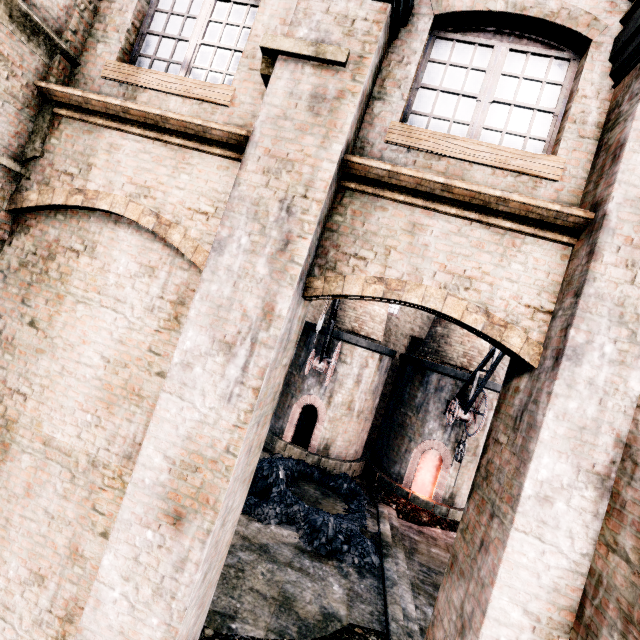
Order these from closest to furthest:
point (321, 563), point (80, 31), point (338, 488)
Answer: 1. point (80, 31)
2. point (321, 563)
3. point (338, 488)

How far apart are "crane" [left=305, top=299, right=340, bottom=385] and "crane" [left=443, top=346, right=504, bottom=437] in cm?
588

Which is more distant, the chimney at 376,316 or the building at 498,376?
the building at 498,376

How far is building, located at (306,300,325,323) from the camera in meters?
23.3 m

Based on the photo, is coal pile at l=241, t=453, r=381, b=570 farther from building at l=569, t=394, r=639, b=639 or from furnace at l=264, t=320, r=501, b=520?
building at l=569, t=394, r=639, b=639

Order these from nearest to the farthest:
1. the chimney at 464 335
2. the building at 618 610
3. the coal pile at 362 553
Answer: the building at 618 610 < the coal pile at 362 553 < the chimney at 464 335
